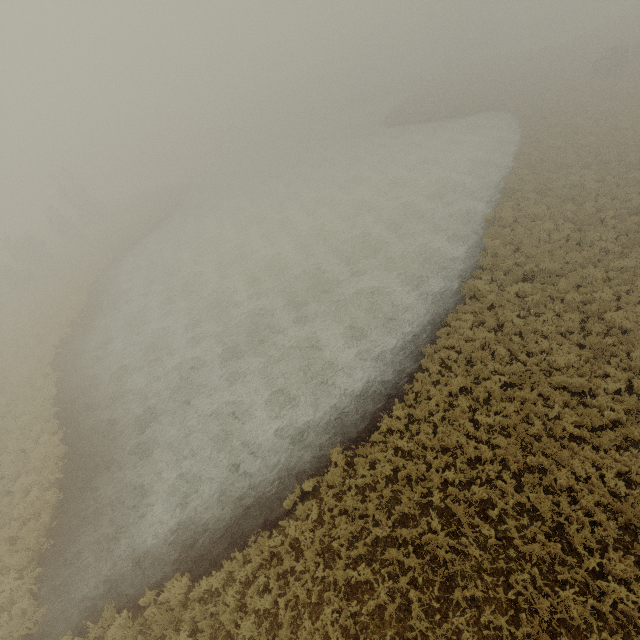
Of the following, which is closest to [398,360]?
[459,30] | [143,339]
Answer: [143,339]
